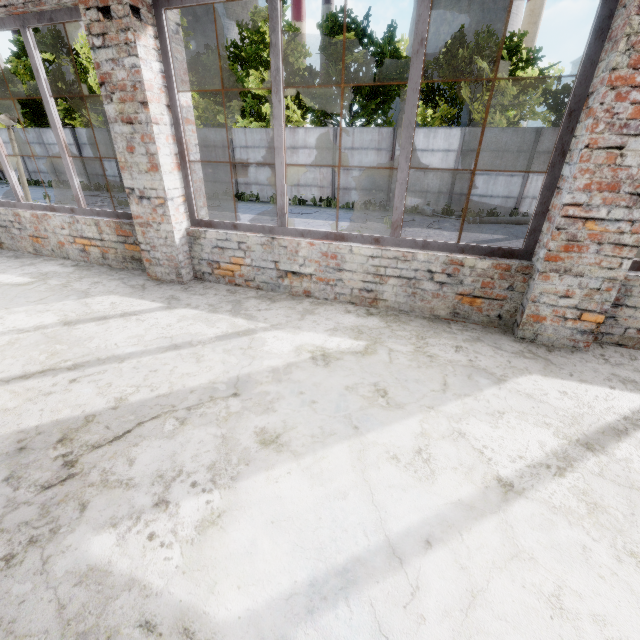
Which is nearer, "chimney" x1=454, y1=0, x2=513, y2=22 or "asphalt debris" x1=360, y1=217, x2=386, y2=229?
"asphalt debris" x1=360, y1=217, x2=386, y2=229

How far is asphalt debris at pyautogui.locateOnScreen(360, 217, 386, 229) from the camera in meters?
12.9 m

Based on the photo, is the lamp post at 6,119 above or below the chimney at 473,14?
below

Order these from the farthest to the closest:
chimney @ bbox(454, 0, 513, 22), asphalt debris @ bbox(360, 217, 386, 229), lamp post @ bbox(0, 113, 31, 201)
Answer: chimney @ bbox(454, 0, 513, 22)
asphalt debris @ bbox(360, 217, 386, 229)
lamp post @ bbox(0, 113, 31, 201)

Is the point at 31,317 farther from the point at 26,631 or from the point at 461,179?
the point at 461,179

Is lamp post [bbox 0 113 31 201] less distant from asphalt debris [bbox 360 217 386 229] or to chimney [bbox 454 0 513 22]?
asphalt debris [bbox 360 217 386 229]

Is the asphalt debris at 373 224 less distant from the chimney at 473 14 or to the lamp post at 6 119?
the lamp post at 6 119

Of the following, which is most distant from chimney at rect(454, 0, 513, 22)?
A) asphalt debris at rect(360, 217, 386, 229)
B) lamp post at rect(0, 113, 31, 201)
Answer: lamp post at rect(0, 113, 31, 201)
